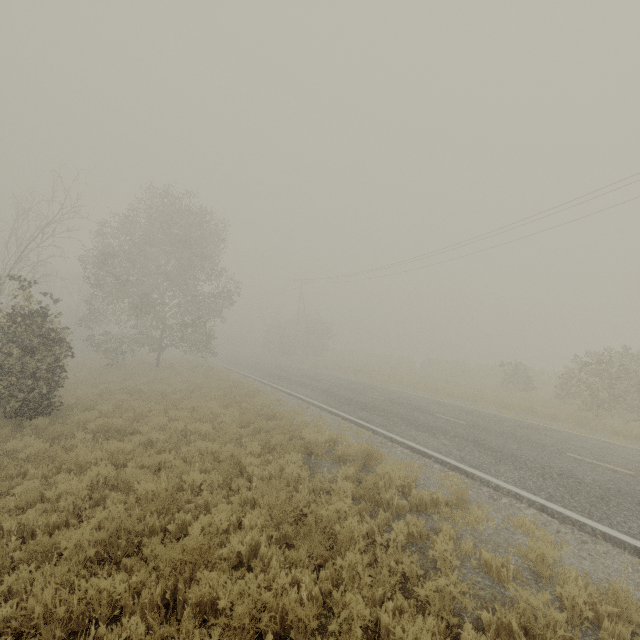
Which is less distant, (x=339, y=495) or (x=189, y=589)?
(x=189, y=589)
